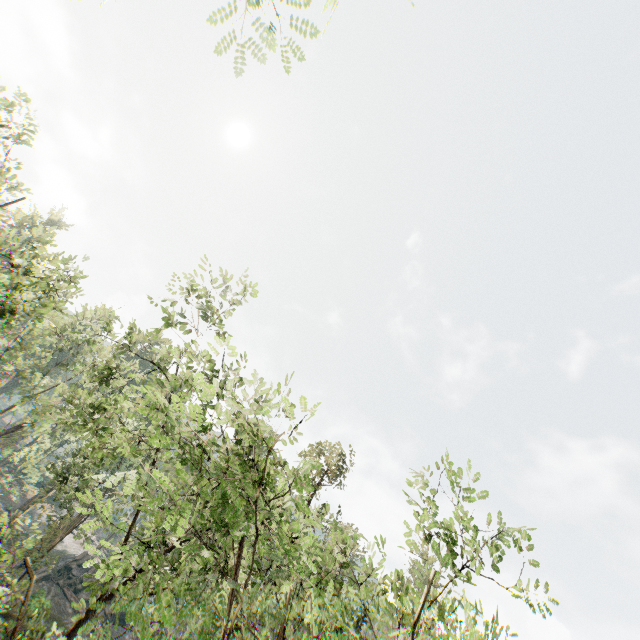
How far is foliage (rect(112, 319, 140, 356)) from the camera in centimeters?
1480cm

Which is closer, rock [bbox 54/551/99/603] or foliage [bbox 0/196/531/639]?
foliage [bbox 0/196/531/639]

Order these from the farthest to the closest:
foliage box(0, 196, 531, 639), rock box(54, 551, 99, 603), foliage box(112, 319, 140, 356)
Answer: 1. rock box(54, 551, 99, 603)
2. foliage box(112, 319, 140, 356)
3. foliage box(0, 196, 531, 639)

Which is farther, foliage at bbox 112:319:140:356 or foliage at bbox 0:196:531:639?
foliage at bbox 112:319:140:356

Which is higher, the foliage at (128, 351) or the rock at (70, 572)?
the foliage at (128, 351)

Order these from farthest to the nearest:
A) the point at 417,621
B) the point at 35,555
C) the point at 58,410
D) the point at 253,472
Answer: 1. the point at 58,410
2. the point at 35,555
3. the point at 417,621
4. the point at 253,472

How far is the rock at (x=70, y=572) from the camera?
38.3 meters
